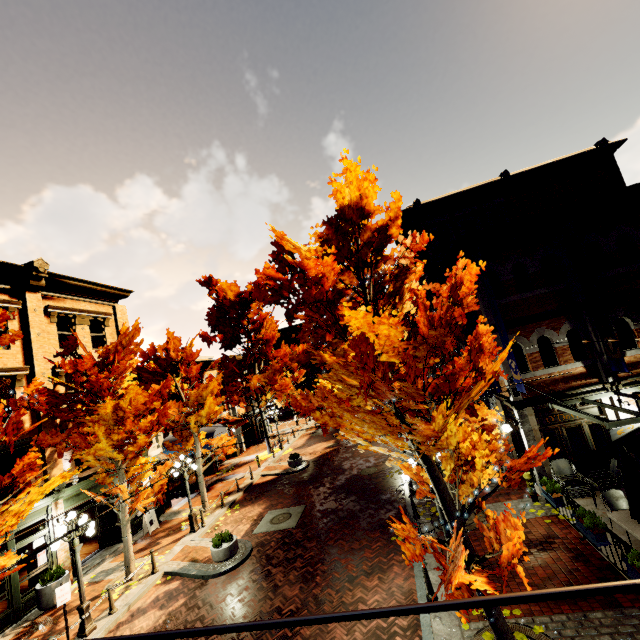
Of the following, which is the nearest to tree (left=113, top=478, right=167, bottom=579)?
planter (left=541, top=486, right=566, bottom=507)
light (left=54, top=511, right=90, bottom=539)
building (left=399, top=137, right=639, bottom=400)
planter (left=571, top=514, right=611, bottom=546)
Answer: building (left=399, top=137, right=639, bottom=400)

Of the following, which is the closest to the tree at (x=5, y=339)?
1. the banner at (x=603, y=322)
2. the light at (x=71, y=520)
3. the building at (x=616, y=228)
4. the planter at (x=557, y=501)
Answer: the building at (x=616, y=228)

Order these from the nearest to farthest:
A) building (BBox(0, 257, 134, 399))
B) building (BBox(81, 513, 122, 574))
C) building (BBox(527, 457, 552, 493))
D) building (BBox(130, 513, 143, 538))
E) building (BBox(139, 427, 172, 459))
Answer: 1. building (BBox(527, 457, 552, 493))
2. building (BBox(0, 257, 134, 399))
3. building (BBox(81, 513, 122, 574))
4. building (BBox(130, 513, 143, 538))
5. building (BBox(139, 427, 172, 459))

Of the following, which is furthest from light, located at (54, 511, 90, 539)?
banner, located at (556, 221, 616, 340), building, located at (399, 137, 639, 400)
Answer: banner, located at (556, 221, 616, 340)

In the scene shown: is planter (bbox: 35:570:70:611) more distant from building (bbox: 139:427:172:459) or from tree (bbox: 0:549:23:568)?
tree (bbox: 0:549:23:568)

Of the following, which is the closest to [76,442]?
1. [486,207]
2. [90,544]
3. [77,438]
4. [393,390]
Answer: [77,438]

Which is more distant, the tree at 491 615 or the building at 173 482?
the building at 173 482

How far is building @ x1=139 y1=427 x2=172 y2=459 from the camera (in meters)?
18.73
